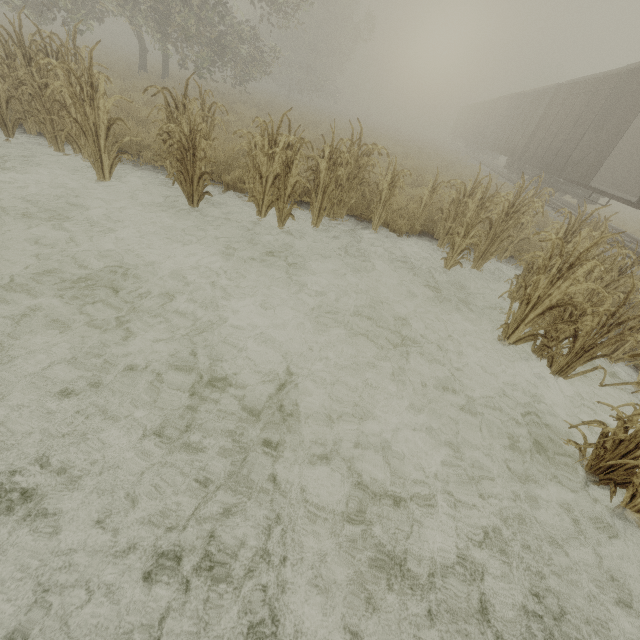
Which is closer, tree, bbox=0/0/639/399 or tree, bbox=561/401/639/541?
tree, bbox=561/401/639/541

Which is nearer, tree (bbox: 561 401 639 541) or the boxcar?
tree (bbox: 561 401 639 541)

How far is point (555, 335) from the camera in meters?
4.3 m

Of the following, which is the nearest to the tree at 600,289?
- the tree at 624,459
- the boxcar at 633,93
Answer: the tree at 624,459

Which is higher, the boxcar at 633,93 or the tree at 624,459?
the boxcar at 633,93

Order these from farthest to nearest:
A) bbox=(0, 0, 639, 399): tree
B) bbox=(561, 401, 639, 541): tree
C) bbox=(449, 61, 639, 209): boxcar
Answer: bbox=(449, 61, 639, 209): boxcar < bbox=(0, 0, 639, 399): tree < bbox=(561, 401, 639, 541): tree

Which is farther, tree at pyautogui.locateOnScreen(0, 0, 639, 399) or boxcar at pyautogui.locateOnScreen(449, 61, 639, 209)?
boxcar at pyautogui.locateOnScreen(449, 61, 639, 209)

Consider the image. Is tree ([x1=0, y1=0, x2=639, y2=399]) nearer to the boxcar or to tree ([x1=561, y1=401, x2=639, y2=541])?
tree ([x1=561, y1=401, x2=639, y2=541])
